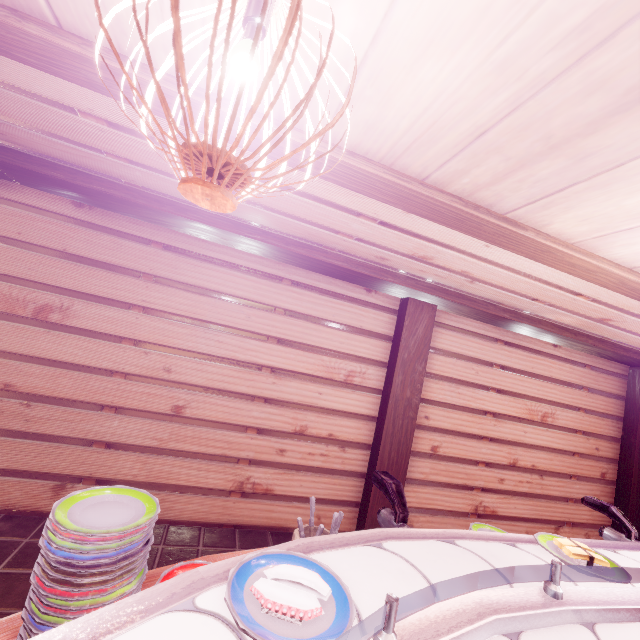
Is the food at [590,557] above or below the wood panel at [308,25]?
below

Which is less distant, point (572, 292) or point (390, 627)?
point (390, 627)

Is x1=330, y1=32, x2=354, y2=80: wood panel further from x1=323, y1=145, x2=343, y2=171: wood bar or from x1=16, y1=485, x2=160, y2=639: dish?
x1=16, y1=485, x2=160, y2=639: dish

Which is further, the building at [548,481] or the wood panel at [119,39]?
the building at [548,481]

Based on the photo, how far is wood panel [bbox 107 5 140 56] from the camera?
2.0 meters

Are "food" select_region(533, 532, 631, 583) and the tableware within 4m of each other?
yes

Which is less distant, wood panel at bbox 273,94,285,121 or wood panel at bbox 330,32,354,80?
wood panel at bbox 330,32,354,80

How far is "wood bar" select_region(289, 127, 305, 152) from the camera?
2.6 meters
